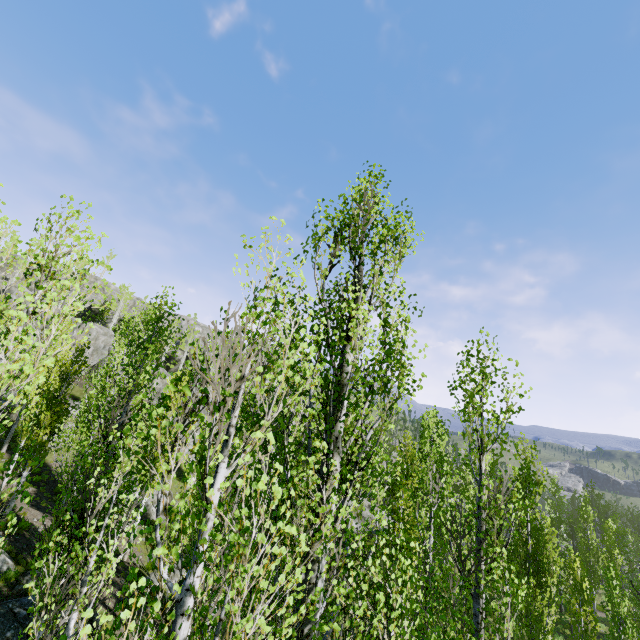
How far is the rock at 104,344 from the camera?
38.6m

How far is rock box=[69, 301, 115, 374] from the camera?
38.6 meters

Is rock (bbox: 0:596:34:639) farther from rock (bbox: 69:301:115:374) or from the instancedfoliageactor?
rock (bbox: 69:301:115:374)

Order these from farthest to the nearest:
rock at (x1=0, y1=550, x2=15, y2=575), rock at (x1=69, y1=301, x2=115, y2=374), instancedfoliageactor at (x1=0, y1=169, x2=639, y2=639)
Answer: rock at (x1=69, y1=301, x2=115, y2=374) < rock at (x1=0, y1=550, x2=15, y2=575) < instancedfoliageactor at (x1=0, y1=169, x2=639, y2=639)

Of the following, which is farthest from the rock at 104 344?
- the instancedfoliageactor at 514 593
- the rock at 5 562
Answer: the rock at 5 562

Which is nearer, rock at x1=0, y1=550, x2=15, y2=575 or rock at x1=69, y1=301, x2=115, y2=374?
rock at x1=0, y1=550, x2=15, y2=575

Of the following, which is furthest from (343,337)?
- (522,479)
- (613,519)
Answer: (613,519)
